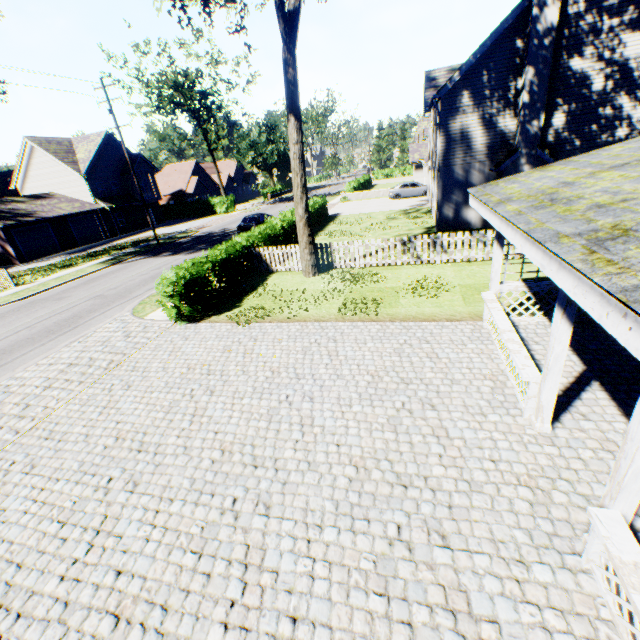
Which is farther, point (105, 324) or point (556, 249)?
point (105, 324)

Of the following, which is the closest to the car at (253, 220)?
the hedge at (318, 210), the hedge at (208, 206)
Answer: the hedge at (318, 210)

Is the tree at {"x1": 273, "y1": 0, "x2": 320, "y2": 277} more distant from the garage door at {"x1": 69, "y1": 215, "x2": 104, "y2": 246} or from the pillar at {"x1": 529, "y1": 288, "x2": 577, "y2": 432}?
the garage door at {"x1": 69, "y1": 215, "x2": 104, "y2": 246}

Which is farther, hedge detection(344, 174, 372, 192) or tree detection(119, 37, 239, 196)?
hedge detection(344, 174, 372, 192)

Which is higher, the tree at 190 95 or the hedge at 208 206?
the tree at 190 95

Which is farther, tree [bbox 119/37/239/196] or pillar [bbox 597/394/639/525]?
tree [bbox 119/37/239/196]

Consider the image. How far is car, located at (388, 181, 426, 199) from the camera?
33.50m

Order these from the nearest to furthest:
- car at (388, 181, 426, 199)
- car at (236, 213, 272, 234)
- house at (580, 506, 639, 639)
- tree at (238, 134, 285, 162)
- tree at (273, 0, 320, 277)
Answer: house at (580, 506, 639, 639), tree at (273, 0, 320, 277), car at (236, 213, 272, 234), car at (388, 181, 426, 199), tree at (238, 134, 285, 162)
